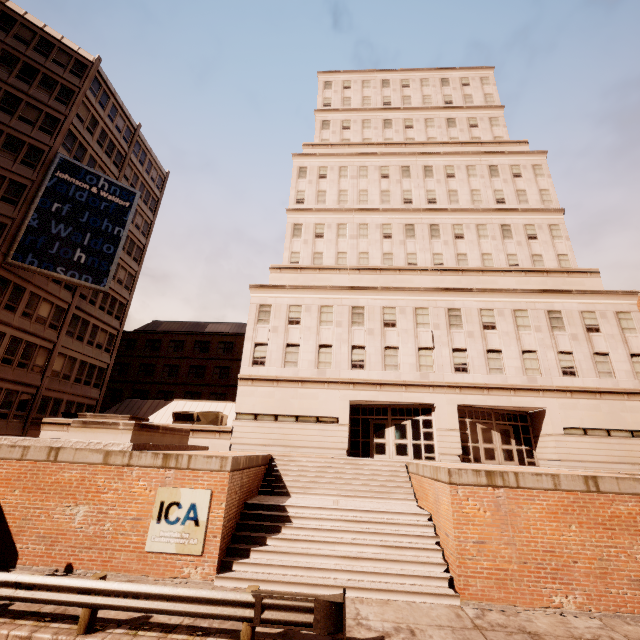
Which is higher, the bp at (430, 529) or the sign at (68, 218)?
the sign at (68, 218)

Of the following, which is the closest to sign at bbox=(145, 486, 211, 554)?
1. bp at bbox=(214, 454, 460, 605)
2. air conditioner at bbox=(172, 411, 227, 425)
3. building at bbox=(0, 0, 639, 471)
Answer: bp at bbox=(214, 454, 460, 605)

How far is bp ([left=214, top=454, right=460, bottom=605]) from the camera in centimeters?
930cm

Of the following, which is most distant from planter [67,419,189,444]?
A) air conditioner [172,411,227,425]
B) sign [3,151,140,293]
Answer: sign [3,151,140,293]

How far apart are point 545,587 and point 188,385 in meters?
41.0 m

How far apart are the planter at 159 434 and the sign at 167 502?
2.6 meters

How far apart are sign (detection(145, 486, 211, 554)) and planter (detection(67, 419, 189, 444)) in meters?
2.6

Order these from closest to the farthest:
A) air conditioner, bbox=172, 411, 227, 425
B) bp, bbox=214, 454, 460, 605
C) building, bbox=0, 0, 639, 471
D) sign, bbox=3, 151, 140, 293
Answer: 1. bp, bbox=214, 454, 460, 605
2. building, bbox=0, 0, 639, 471
3. air conditioner, bbox=172, 411, 227, 425
4. sign, bbox=3, 151, 140, 293
